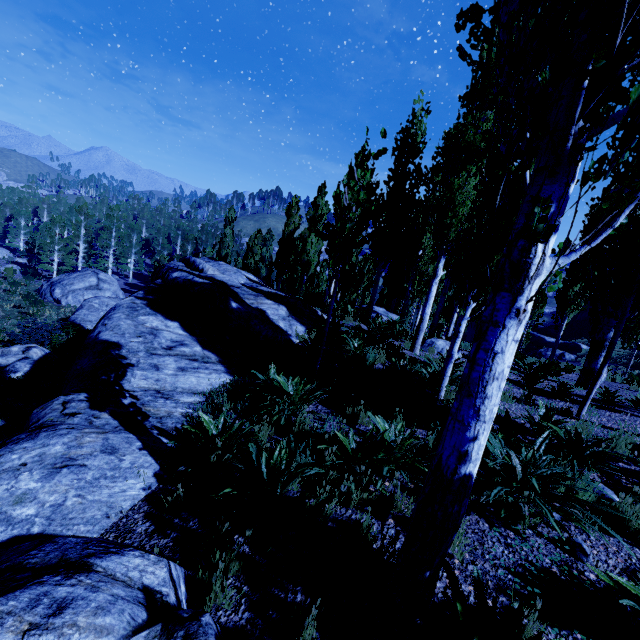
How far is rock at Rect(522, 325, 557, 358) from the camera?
27.06m

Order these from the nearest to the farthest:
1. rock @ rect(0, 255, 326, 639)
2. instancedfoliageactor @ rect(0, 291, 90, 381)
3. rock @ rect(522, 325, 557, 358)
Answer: rock @ rect(0, 255, 326, 639)
instancedfoliageactor @ rect(0, 291, 90, 381)
rock @ rect(522, 325, 557, 358)

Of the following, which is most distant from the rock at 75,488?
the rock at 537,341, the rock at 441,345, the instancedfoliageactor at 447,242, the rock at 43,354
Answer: the rock at 537,341

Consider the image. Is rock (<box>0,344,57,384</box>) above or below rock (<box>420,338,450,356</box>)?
below

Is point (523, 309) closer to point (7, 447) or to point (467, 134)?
point (7, 447)

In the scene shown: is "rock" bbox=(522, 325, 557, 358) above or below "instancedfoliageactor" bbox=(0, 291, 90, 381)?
above

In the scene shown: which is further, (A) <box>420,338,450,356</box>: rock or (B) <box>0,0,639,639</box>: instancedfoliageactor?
(A) <box>420,338,450,356</box>: rock

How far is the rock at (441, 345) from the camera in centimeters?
1116cm
